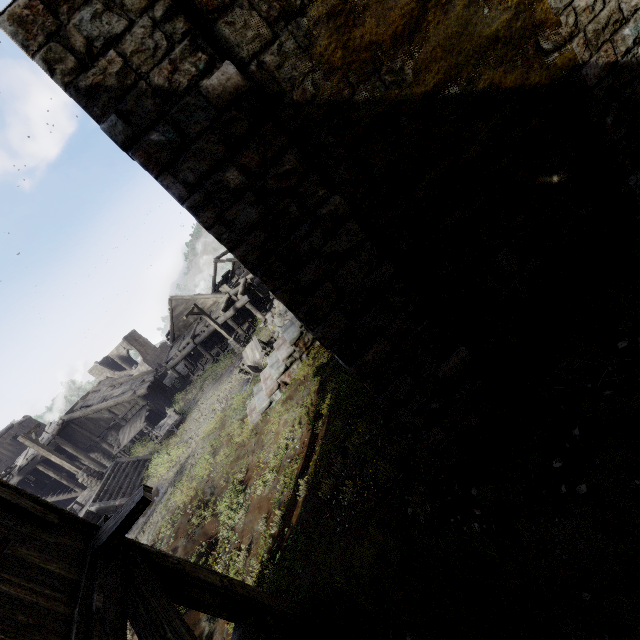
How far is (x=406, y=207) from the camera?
4.14m

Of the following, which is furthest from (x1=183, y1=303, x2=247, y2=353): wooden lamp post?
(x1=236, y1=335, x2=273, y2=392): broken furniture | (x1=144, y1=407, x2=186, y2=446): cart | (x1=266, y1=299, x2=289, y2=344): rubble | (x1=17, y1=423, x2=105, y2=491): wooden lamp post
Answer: (x1=17, y1=423, x2=105, y2=491): wooden lamp post

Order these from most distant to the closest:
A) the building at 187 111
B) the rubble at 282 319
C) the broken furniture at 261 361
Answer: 1. the rubble at 282 319
2. the broken furniture at 261 361
3. the building at 187 111

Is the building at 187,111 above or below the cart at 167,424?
above

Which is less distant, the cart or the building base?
the building base

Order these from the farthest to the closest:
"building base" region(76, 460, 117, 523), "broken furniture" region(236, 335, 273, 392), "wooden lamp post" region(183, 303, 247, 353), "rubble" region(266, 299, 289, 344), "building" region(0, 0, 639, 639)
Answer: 1. "wooden lamp post" region(183, 303, 247, 353)
2. "rubble" region(266, 299, 289, 344)
3. "broken furniture" region(236, 335, 273, 392)
4. "building base" region(76, 460, 117, 523)
5. "building" region(0, 0, 639, 639)

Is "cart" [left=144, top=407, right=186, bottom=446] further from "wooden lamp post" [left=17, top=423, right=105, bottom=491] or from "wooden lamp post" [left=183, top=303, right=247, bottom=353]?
"wooden lamp post" [left=183, top=303, right=247, bottom=353]

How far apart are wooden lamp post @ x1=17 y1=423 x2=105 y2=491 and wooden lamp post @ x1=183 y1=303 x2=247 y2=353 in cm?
947
